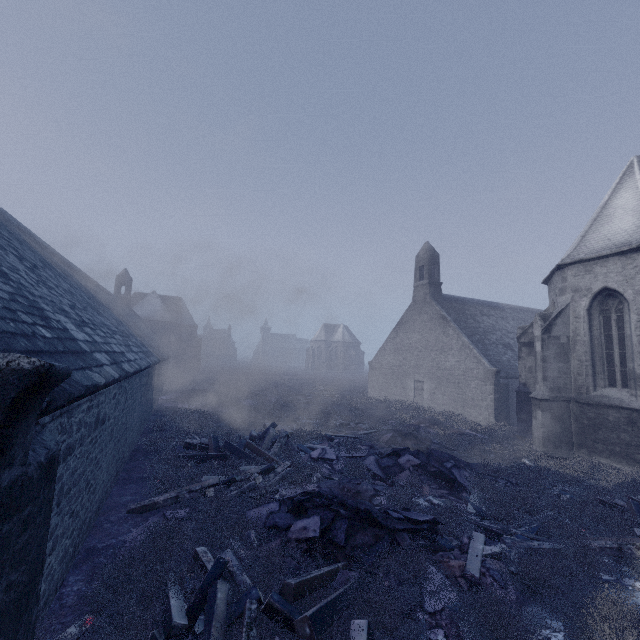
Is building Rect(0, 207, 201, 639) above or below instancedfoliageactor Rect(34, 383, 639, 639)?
above

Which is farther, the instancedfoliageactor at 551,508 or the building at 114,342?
the instancedfoliageactor at 551,508

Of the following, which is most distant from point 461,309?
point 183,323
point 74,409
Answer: point 183,323

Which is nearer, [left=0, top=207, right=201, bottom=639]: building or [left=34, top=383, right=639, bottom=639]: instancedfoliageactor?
[left=0, top=207, right=201, bottom=639]: building

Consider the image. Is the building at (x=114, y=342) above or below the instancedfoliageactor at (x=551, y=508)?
above
